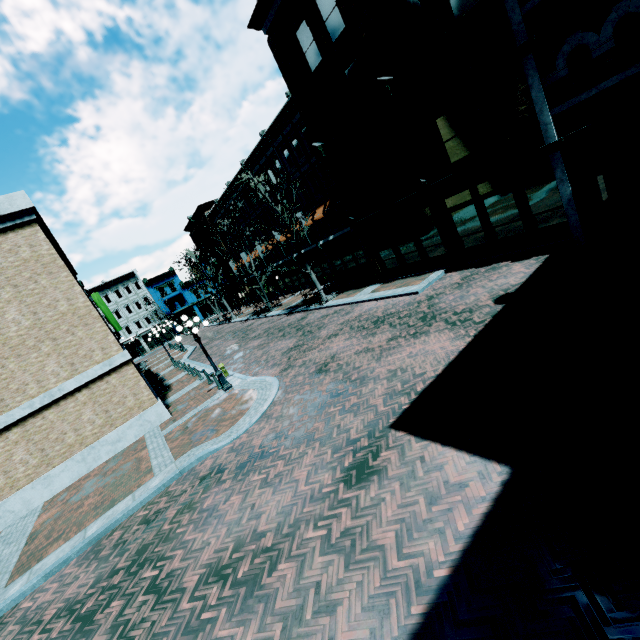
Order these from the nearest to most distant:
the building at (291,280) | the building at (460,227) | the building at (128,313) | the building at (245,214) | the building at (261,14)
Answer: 1. the building at (460,227)
2. the building at (261,14)
3. the building at (245,214)
4. the building at (291,280)
5. the building at (128,313)

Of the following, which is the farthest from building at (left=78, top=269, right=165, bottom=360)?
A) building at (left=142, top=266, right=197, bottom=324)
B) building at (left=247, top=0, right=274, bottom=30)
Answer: building at (left=247, top=0, right=274, bottom=30)

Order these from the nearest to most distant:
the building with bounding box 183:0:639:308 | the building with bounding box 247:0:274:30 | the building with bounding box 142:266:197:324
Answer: the building with bounding box 183:0:639:308
the building with bounding box 247:0:274:30
the building with bounding box 142:266:197:324

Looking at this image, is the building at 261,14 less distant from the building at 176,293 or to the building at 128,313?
the building at 176,293

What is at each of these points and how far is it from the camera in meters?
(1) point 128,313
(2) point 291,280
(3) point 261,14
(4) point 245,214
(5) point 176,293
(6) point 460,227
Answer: (1) building, 54.7
(2) building, 36.2
(3) building, 15.6
(4) building, 36.5
(5) building, 58.5
(6) building, 14.1

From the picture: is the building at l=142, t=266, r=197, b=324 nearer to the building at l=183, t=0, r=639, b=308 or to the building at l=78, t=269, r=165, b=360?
the building at l=78, t=269, r=165, b=360

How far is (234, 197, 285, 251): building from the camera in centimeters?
3306cm
